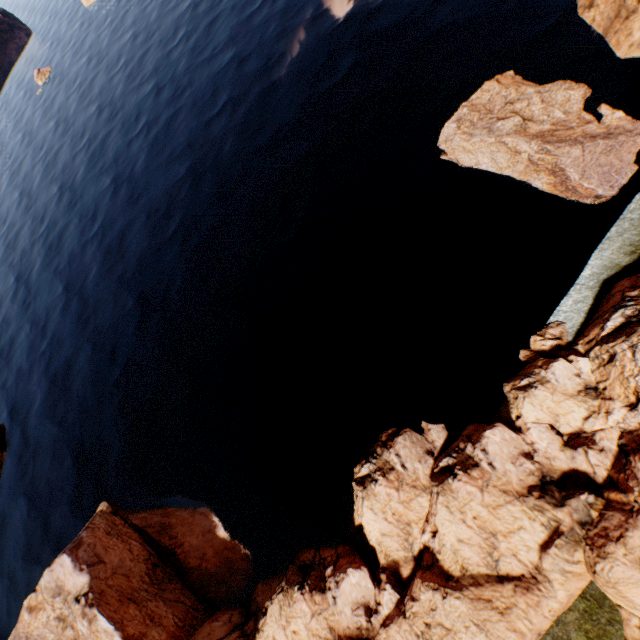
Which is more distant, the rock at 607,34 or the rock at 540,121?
the rock at 607,34

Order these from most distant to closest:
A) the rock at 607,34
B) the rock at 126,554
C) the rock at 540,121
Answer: the rock at 607,34 < the rock at 540,121 < the rock at 126,554

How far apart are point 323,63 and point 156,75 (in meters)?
40.44

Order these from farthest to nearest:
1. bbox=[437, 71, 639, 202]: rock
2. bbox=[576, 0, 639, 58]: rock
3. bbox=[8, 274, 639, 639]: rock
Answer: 1. bbox=[576, 0, 639, 58]: rock
2. bbox=[437, 71, 639, 202]: rock
3. bbox=[8, 274, 639, 639]: rock

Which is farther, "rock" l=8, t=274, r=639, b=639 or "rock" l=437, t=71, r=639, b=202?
"rock" l=437, t=71, r=639, b=202
